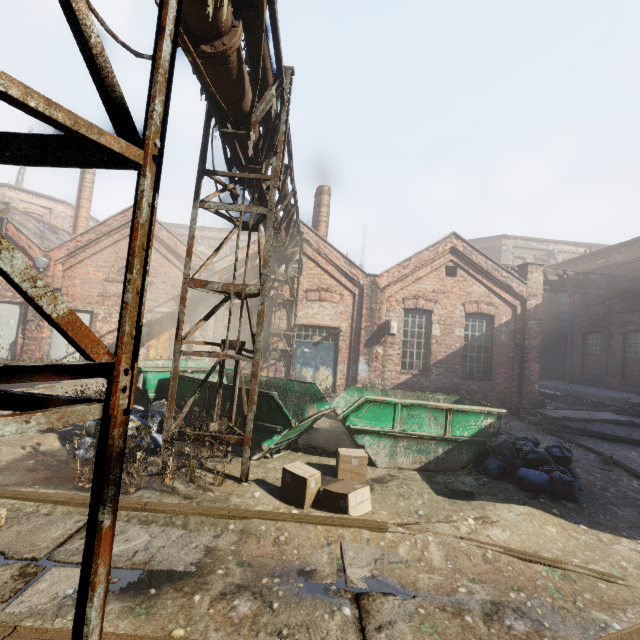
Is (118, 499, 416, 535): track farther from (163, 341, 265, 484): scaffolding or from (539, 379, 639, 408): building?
(539, 379, 639, 408): building

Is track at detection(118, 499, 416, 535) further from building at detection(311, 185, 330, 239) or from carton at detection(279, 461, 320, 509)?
building at detection(311, 185, 330, 239)

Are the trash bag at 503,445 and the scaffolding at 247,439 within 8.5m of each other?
yes

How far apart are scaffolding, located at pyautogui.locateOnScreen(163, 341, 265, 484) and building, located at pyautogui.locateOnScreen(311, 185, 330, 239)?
10.9m

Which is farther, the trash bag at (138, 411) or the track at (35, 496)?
the trash bag at (138, 411)

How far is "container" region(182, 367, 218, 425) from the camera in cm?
688

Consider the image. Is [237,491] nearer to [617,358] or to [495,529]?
[495,529]

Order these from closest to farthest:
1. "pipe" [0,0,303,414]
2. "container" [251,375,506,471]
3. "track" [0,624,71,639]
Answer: "pipe" [0,0,303,414]
"track" [0,624,71,639]
"container" [251,375,506,471]
